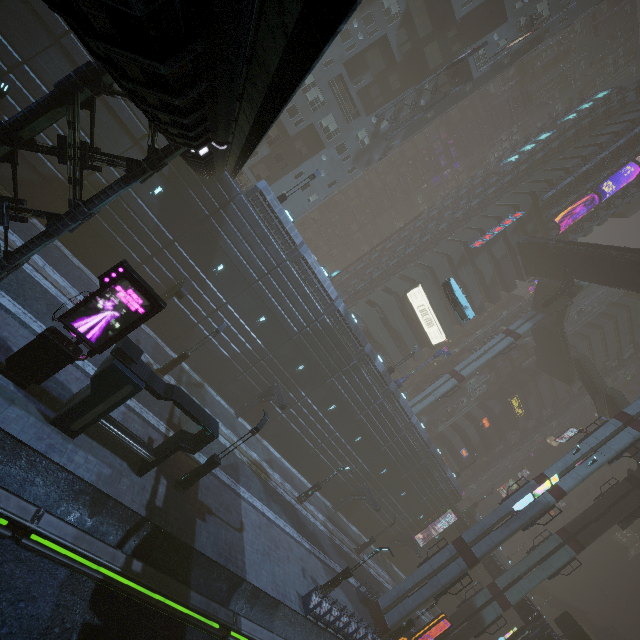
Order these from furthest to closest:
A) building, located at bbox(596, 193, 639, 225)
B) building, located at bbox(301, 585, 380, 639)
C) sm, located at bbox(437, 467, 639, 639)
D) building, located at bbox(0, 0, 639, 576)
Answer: building, located at bbox(596, 193, 639, 225) → sm, located at bbox(437, 467, 639, 639) → building, located at bbox(301, 585, 380, 639) → building, located at bbox(0, 0, 639, 576)

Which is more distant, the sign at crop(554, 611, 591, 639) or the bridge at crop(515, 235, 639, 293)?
the sign at crop(554, 611, 591, 639)

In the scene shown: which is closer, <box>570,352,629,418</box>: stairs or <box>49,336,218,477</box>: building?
<box>49,336,218,477</box>: building

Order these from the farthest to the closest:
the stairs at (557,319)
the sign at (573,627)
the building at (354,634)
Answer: the stairs at (557,319)
the sign at (573,627)
the building at (354,634)

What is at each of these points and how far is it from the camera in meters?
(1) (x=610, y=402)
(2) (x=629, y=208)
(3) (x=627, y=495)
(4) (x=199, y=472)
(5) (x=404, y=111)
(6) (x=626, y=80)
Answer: (1) stairs, 41.8 m
(2) building, 56.0 m
(3) sm, 32.1 m
(4) street light, 16.1 m
(5) building, 38.6 m
(6) building, 57.1 m

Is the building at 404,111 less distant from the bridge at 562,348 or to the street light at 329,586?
the bridge at 562,348

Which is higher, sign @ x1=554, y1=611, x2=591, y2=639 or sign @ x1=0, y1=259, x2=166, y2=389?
sign @ x1=554, y1=611, x2=591, y2=639

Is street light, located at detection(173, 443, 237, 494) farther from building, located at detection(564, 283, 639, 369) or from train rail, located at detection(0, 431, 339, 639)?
train rail, located at detection(0, 431, 339, 639)
